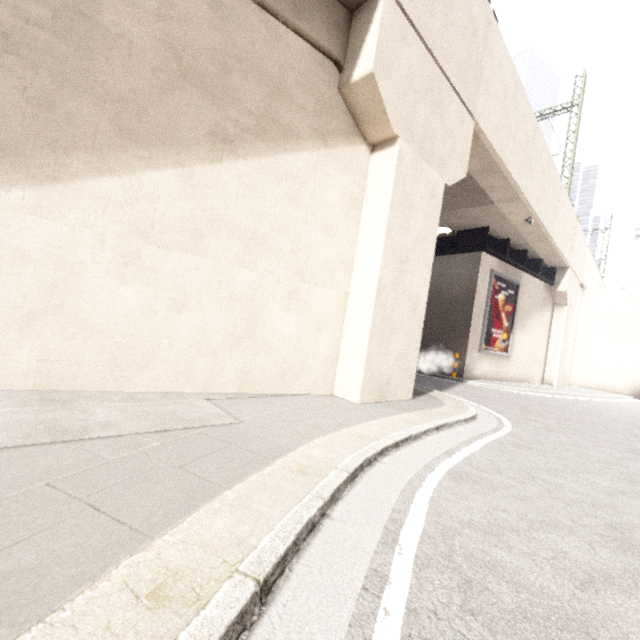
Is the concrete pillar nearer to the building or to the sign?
the sign

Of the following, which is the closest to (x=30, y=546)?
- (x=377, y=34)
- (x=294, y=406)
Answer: (x=294, y=406)

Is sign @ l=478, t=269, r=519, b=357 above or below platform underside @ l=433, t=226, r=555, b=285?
below

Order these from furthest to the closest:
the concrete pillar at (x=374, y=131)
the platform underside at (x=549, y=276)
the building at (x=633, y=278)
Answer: the building at (x=633, y=278), the platform underside at (x=549, y=276), the concrete pillar at (x=374, y=131)

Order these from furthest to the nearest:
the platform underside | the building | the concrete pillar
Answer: the building, the platform underside, the concrete pillar

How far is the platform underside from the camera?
14.79m

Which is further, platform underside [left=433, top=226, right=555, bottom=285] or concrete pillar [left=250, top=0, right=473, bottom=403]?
platform underside [left=433, top=226, right=555, bottom=285]

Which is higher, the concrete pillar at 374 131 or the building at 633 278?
the building at 633 278
